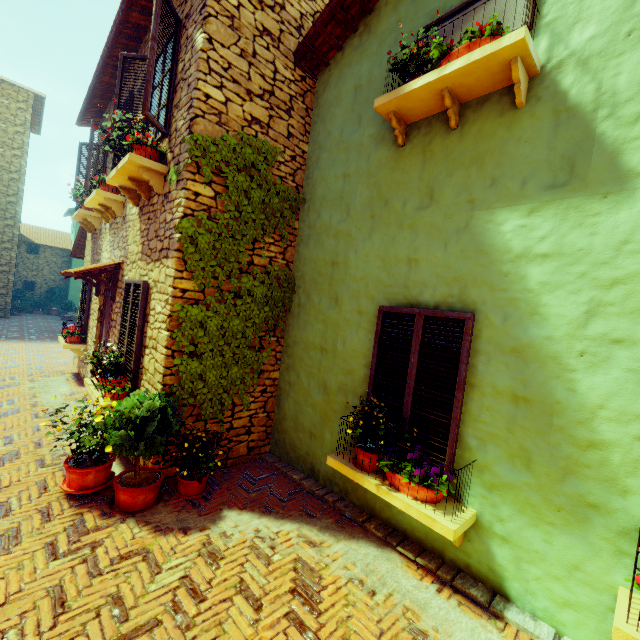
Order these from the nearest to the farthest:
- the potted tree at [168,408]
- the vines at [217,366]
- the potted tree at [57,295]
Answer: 1. the potted tree at [168,408]
2. the vines at [217,366]
3. the potted tree at [57,295]

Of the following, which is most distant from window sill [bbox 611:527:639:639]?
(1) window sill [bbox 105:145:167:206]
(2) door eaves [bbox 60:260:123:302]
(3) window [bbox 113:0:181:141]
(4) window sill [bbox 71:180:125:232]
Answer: (4) window sill [bbox 71:180:125:232]

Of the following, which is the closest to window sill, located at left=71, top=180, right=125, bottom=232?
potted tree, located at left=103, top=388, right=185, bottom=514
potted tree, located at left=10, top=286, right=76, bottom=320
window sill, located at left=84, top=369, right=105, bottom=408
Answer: window sill, located at left=84, top=369, right=105, bottom=408

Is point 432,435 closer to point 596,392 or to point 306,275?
point 596,392

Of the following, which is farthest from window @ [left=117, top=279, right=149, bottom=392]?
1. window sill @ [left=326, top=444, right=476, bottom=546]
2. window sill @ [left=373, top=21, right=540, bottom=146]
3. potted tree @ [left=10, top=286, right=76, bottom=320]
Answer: potted tree @ [left=10, top=286, right=76, bottom=320]

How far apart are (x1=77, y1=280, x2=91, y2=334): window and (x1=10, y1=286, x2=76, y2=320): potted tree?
15.90m

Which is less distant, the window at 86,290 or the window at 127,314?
the window at 127,314

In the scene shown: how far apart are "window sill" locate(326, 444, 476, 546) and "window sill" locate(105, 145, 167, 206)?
4.0m
